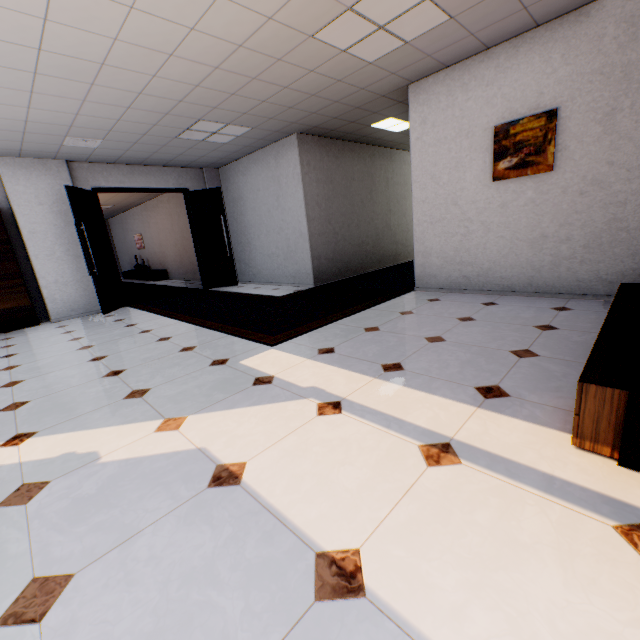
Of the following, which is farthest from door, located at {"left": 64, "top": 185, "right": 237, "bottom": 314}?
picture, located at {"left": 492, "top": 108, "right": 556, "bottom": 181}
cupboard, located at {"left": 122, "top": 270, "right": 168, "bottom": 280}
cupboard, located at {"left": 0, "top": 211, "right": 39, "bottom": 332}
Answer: picture, located at {"left": 492, "top": 108, "right": 556, "bottom": 181}

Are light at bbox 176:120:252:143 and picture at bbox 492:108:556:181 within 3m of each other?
no

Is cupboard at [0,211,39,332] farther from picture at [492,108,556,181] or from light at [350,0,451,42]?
picture at [492,108,556,181]

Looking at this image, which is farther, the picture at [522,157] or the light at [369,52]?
the picture at [522,157]

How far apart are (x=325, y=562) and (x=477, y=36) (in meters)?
4.97

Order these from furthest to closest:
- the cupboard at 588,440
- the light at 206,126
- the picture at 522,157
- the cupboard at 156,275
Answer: the cupboard at 156,275, the light at 206,126, the picture at 522,157, the cupboard at 588,440

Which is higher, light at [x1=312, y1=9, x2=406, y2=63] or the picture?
light at [x1=312, y1=9, x2=406, y2=63]

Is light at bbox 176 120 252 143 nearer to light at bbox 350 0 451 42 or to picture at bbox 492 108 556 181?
light at bbox 350 0 451 42
